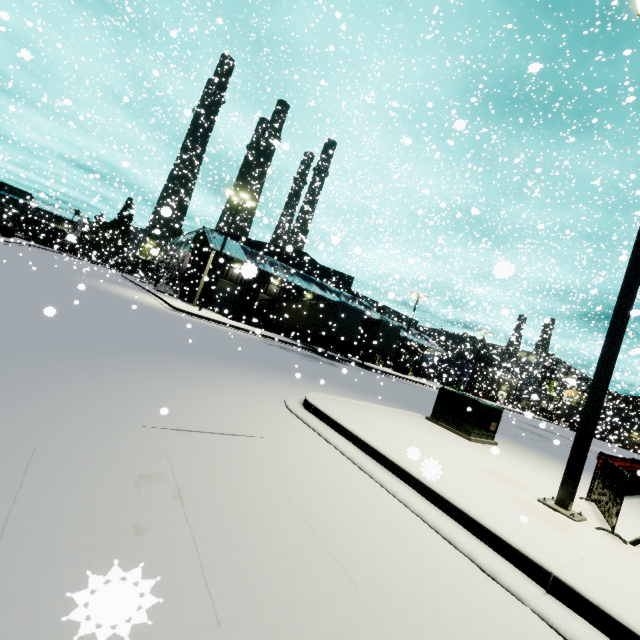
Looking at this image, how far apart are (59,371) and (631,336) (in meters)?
58.68

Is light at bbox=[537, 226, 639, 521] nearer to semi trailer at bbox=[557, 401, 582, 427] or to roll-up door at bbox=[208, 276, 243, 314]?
semi trailer at bbox=[557, 401, 582, 427]

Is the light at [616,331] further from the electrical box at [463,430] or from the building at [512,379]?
the building at [512,379]

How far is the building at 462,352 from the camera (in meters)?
34.69

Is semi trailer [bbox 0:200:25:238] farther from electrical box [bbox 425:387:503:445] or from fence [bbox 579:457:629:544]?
fence [bbox 579:457:629:544]

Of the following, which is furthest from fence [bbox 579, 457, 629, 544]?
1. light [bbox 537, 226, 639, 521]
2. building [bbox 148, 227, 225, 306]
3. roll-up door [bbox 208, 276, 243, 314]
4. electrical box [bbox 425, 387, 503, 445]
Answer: roll-up door [bbox 208, 276, 243, 314]

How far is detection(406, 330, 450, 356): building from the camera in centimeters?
4443cm

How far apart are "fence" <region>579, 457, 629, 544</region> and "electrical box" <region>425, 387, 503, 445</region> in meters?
2.5 m
